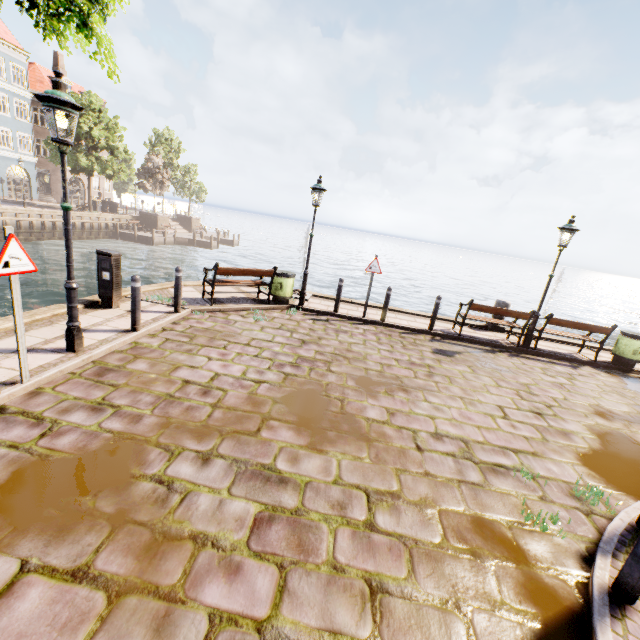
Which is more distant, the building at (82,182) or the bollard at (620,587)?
the building at (82,182)

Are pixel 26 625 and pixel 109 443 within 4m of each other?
yes

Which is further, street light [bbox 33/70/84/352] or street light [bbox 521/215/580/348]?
street light [bbox 521/215/580/348]

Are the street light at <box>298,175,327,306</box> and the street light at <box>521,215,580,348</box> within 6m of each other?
no

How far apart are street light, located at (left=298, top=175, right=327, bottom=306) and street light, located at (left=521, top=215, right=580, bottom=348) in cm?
653

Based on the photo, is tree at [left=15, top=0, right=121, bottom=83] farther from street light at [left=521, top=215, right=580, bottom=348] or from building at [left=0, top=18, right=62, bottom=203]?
street light at [left=521, top=215, right=580, bottom=348]

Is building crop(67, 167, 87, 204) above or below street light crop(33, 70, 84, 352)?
above

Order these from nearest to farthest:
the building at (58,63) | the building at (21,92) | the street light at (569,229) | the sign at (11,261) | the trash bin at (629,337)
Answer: the sign at (11,261) < the street light at (569,229) < the trash bin at (629,337) < the building at (21,92) < the building at (58,63)
